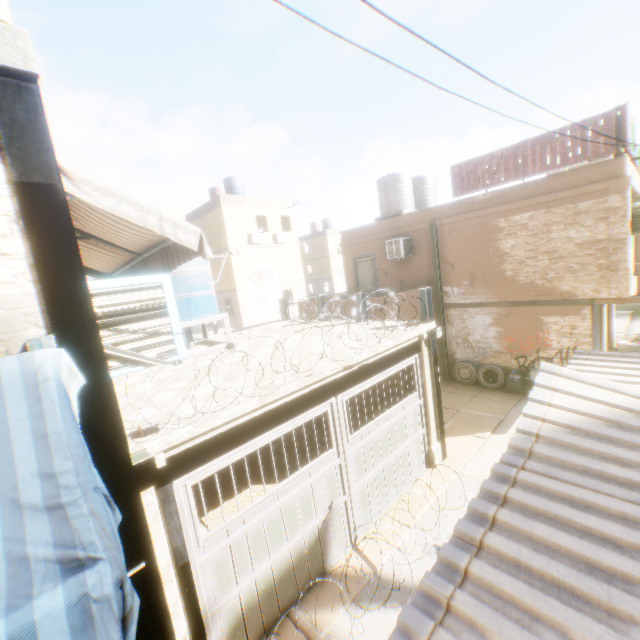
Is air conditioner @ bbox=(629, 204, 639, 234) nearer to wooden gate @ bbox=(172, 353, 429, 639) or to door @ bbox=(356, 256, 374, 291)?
wooden gate @ bbox=(172, 353, 429, 639)

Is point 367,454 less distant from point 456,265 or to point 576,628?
point 576,628

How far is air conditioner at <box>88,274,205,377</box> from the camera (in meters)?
2.65

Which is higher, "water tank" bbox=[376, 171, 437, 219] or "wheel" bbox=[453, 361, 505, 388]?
"water tank" bbox=[376, 171, 437, 219]

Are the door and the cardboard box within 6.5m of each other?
no

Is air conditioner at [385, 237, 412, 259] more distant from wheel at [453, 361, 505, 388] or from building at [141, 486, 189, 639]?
wheel at [453, 361, 505, 388]

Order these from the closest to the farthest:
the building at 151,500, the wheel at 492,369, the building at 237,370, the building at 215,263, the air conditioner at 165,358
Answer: the air conditioner at 165,358 < the building at 151,500 < the building at 237,370 < the wheel at 492,369 < the building at 215,263

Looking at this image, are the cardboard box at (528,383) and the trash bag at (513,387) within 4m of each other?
yes
